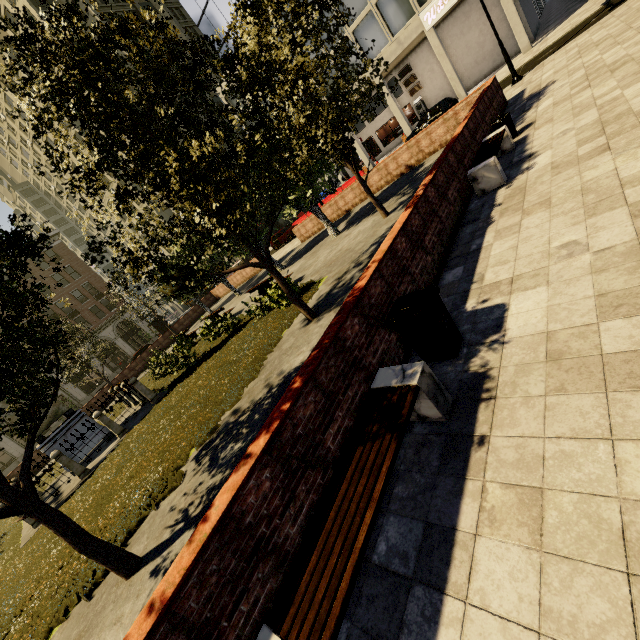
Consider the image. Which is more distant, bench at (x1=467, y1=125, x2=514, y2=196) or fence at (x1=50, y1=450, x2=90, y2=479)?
fence at (x1=50, y1=450, x2=90, y2=479)

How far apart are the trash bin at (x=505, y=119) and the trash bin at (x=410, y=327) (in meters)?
8.12

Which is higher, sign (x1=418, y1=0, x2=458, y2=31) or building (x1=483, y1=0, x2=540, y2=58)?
sign (x1=418, y1=0, x2=458, y2=31)

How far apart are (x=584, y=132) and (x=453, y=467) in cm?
744

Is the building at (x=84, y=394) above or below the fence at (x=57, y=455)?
above

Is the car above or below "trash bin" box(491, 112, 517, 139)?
above

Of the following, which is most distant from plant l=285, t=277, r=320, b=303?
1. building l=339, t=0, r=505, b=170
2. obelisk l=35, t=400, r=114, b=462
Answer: building l=339, t=0, r=505, b=170
